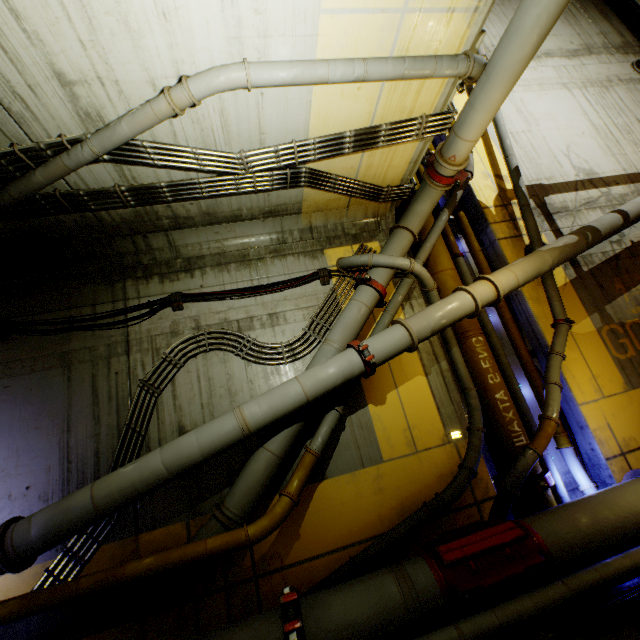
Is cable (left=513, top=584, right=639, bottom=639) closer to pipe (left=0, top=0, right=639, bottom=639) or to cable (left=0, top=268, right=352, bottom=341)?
pipe (left=0, top=0, right=639, bottom=639)

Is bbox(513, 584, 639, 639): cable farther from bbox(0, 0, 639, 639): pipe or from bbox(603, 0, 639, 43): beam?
bbox(603, 0, 639, 43): beam

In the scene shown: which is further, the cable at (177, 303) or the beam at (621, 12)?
the beam at (621, 12)

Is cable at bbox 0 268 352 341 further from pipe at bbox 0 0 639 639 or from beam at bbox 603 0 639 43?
beam at bbox 603 0 639 43

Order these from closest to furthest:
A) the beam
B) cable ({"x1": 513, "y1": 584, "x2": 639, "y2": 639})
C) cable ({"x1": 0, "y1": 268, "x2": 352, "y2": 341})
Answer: cable ({"x1": 513, "y1": 584, "x2": 639, "y2": 639}) → cable ({"x1": 0, "y1": 268, "x2": 352, "y2": 341}) → the beam

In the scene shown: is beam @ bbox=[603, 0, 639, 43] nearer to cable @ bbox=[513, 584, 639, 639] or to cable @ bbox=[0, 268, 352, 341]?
cable @ bbox=[513, 584, 639, 639]

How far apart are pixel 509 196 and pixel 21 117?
9.7 meters

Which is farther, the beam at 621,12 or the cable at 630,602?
the beam at 621,12
